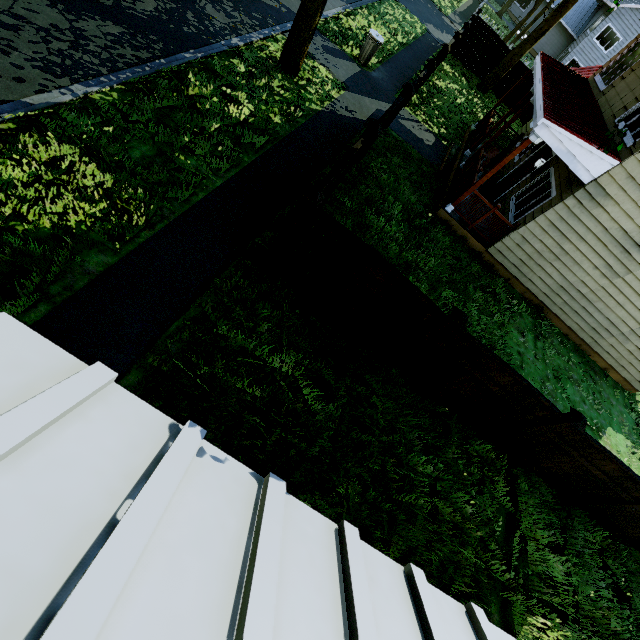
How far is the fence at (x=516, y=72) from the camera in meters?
18.7 m

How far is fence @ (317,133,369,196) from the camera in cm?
485

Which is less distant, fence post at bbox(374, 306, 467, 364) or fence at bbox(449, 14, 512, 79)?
fence post at bbox(374, 306, 467, 364)

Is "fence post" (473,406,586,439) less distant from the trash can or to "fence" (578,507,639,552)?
"fence" (578,507,639,552)

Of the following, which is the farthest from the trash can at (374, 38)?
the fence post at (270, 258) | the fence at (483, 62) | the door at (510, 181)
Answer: the door at (510, 181)

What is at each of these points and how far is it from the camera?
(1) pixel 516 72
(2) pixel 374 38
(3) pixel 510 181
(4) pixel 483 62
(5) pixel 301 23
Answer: (1) fence, 18.9m
(2) trash can, 11.7m
(3) door, 12.2m
(4) fence, 19.2m
(5) tree, 8.6m

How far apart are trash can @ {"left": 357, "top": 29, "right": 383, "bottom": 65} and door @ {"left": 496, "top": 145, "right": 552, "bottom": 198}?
6.89m

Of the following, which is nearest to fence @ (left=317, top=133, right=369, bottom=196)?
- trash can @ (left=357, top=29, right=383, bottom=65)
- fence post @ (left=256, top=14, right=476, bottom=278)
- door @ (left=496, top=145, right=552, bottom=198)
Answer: fence post @ (left=256, top=14, right=476, bottom=278)
